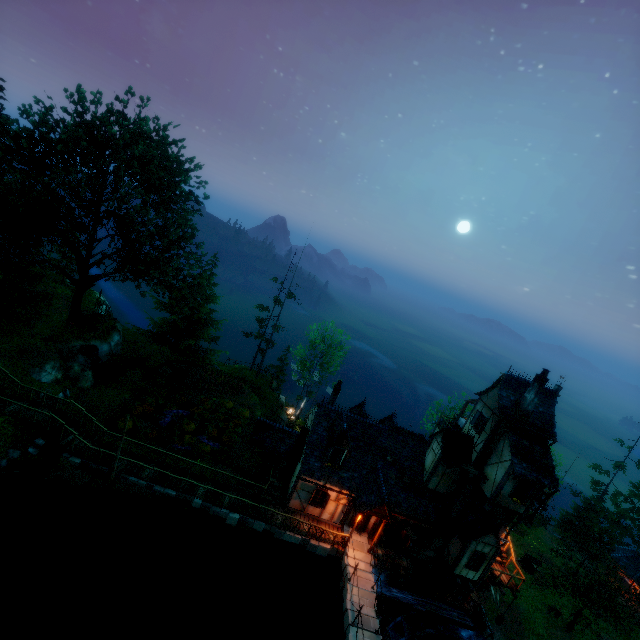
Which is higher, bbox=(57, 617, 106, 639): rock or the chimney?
the chimney

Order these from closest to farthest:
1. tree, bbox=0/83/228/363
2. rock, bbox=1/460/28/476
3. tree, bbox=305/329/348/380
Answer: rock, bbox=1/460/28/476 → tree, bbox=0/83/228/363 → tree, bbox=305/329/348/380

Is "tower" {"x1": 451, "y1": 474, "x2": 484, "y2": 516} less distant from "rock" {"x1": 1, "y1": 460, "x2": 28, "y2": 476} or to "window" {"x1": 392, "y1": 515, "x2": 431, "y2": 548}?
"window" {"x1": 392, "y1": 515, "x2": 431, "y2": 548}

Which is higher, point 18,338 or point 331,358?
point 331,358

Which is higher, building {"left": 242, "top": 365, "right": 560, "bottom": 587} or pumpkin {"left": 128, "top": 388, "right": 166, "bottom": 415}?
building {"left": 242, "top": 365, "right": 560, "bottom": 587}

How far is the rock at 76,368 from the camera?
24.4 meters

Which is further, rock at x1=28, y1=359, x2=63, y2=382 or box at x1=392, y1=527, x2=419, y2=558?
rock at x1=28, y1=359, x2=63, y2=382

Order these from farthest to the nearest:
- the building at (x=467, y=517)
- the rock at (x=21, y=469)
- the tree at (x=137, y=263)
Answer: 1. the tree at (x=137, y=263)
2. the building at (x=467, y=517)
3. the rock at (x=21, y=469)
